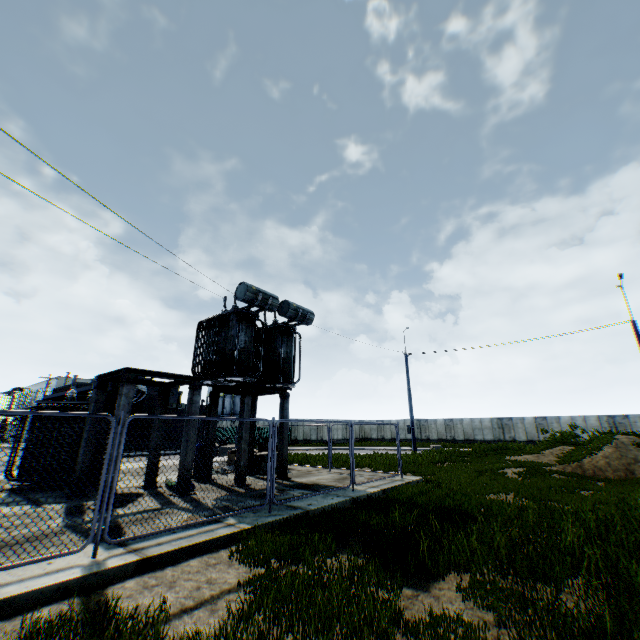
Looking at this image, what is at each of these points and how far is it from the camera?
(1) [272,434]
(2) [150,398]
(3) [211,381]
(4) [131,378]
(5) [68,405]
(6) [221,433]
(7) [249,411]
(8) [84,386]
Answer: (1) metal fence, 8.38m
(2) building, 34.78m
(3) electrical compensator, 13.04m
(4) concrete support, 9.36m
(5) electrical compensator, 11.79m
(6) metal fence, 47.09m
(7) concrete support, 12.43m
(8) building, 36.78m

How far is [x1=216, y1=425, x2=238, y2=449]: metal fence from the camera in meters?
7.4

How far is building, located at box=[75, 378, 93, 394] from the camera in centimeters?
3048cm

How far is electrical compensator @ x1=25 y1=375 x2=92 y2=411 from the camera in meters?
11.6

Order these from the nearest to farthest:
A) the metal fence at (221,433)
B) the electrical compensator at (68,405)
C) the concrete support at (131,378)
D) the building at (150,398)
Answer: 1. the metal fence at (221,433)
2. the concrete support at (131,378)
3. the electrical compensator at (68,405)
4. the building at (150,398)

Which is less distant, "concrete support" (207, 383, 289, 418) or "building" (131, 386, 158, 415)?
"concrete support" (207, 383, 289, 418)

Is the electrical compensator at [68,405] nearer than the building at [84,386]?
Yes

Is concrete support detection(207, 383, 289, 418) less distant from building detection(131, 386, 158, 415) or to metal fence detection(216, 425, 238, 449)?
metal fence detection(216, 425, 238, 449)
